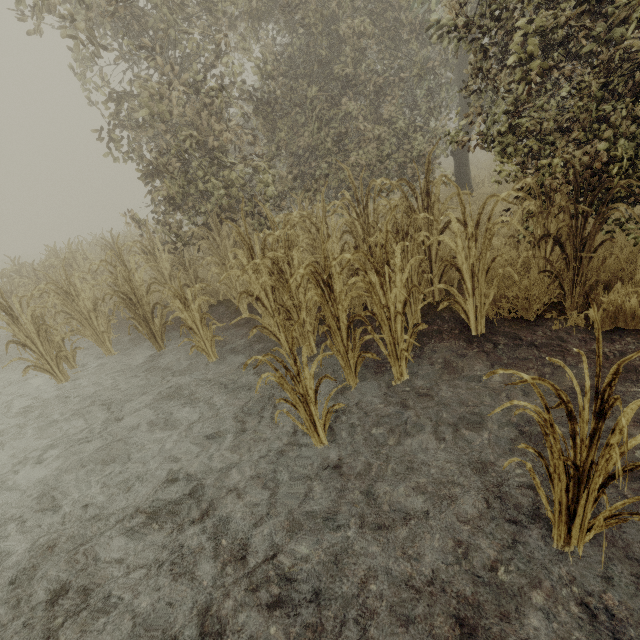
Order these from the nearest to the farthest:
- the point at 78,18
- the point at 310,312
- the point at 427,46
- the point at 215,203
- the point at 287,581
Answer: the point at 287,581 < the point at 310,312 < the point at 78,18 < the point at 215,203 < the point at 427,46
